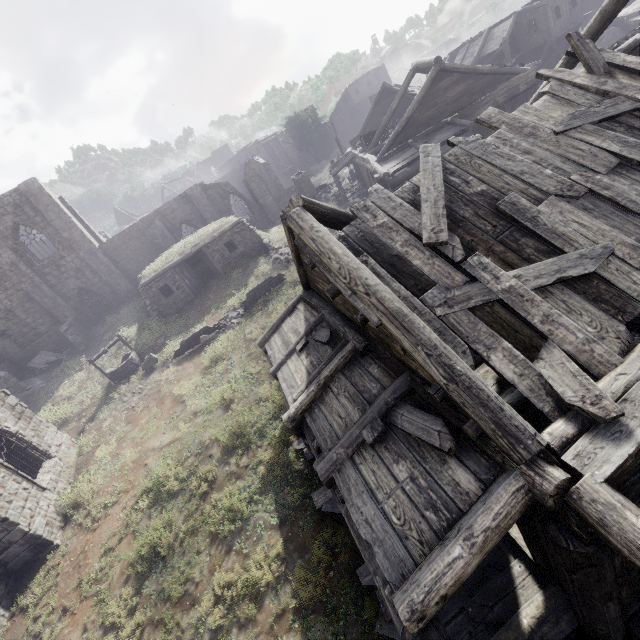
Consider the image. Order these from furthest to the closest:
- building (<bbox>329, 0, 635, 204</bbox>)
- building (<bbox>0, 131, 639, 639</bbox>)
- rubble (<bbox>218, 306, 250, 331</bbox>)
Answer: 1. rubble (<bbox>218, 306, 250, 331</bbox>)
2. building (<bbox>329, 0, 635, 204</bbox>)
3. building (<bbox>0, 131, 639, 639</bbox>)

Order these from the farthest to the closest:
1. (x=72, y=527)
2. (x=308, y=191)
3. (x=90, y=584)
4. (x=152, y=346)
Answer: (x=308, y=191) → (x=152, y=346) → (x=72, y=527) → (x=90, y=584)

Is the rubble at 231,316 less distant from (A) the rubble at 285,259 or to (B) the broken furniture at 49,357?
(A) the rubble at 285,259

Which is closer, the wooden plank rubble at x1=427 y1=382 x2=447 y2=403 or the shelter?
the wooden plank rubble at x1=427 y1=382 x2=447 y2=403

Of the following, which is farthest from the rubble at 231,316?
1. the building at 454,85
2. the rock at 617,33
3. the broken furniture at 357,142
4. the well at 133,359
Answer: the rock at 617,33

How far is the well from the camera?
18.5 meters

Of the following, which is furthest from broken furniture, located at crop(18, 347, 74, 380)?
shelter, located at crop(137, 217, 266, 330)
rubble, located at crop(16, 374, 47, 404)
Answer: shelter, located at crop(137, 217, 266, 330)

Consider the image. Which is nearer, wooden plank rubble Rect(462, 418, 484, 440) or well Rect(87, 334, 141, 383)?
wooden plank rubble Rect(462, 418, 484, 440)
